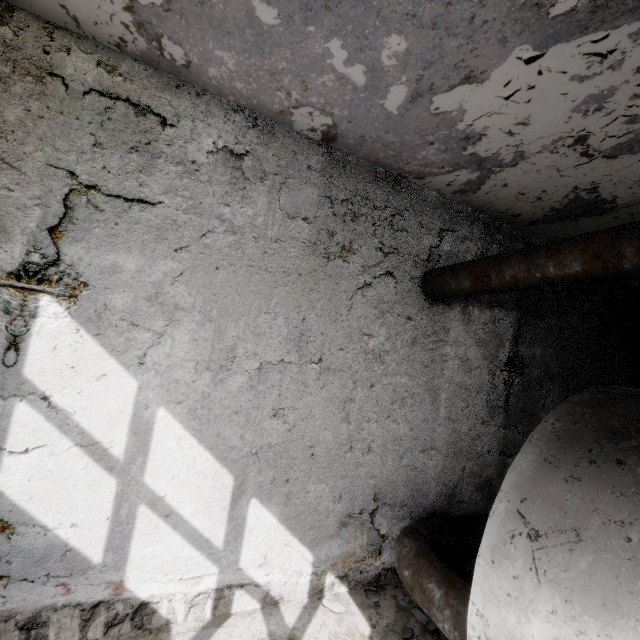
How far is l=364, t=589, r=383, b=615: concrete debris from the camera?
4.69m

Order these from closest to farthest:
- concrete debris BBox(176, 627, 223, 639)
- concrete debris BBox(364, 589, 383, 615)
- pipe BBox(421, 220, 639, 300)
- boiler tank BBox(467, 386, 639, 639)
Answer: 1. boiler tank BBox(467, 386, 639, 639)
2. pipe BBox(421, 220, 639, 300)
3. concrete debris BBox(176, 627, 223, 639)
4. concrete debris BBox(364, 589, 383, 615)

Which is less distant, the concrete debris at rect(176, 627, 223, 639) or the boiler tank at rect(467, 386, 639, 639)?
the boiler tank at rect(467, 386, 639, 639)

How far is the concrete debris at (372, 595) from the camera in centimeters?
469cm

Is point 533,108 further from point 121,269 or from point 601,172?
point 121,269

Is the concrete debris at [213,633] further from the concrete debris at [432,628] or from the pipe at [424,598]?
the pipe at [424,598]

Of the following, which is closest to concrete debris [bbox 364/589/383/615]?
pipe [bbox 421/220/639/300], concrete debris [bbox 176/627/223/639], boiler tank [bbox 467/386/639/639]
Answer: boiler tank [bbox 467/386/639/639]

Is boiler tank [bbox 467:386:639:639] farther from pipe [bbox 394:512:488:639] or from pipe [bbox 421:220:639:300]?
pipe [bbox 421:220:639:300]
